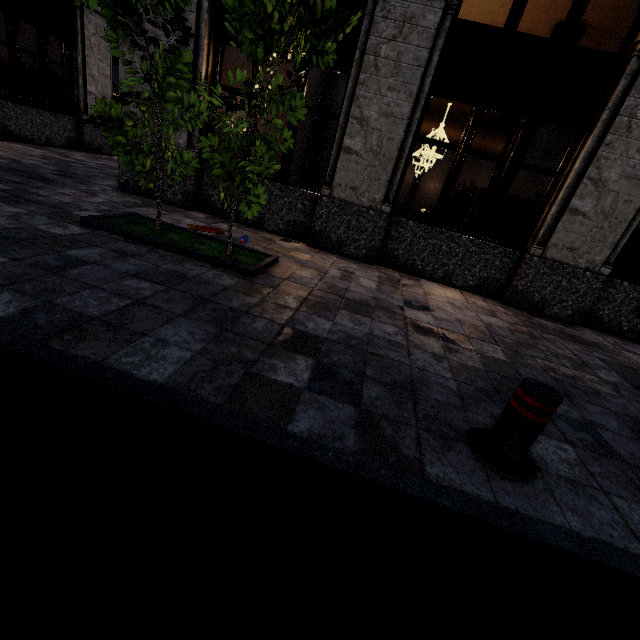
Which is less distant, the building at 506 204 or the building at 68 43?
the building at 506 204

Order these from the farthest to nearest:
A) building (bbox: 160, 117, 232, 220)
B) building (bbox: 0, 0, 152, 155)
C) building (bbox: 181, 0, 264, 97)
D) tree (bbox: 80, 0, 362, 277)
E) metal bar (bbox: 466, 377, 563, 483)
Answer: building (bbox: 0, 0, 152, 155)
building (bbox: 160, 117, 232, 220)
building (bbox: 181, 0, 264, 97)
tree (bbox: 80, 0, 362, 277)
metal bar (bbox: 466, 377, 563, 483)

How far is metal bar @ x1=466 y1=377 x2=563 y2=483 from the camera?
1.9 meters

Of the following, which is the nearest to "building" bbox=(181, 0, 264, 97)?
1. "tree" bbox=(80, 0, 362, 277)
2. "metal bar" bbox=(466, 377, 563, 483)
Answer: "tree" bbox=(80, 0, 362, 277)

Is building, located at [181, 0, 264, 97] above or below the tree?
Answer: above

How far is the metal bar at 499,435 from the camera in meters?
1.9

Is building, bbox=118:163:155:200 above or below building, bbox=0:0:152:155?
below

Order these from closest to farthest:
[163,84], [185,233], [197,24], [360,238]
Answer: [163,84]
[185,233]
[197,24]
[360,238]
